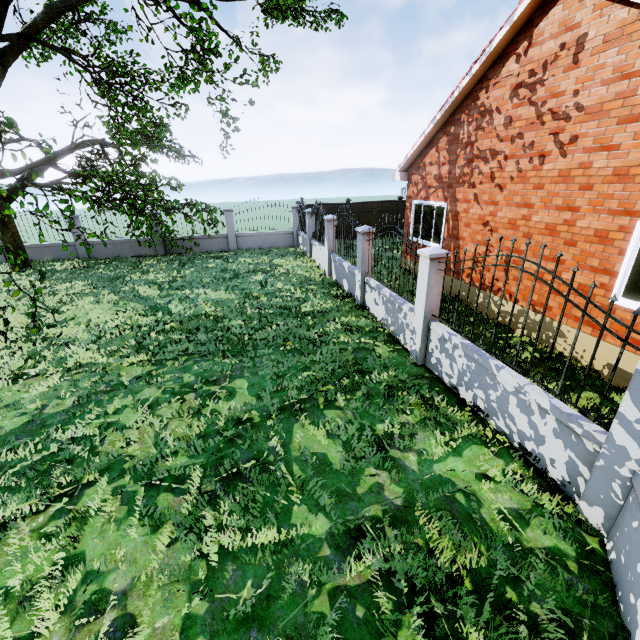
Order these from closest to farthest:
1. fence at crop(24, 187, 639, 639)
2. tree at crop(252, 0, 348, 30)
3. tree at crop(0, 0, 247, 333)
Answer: fence at crop(24, 187, 639, 639)
tree at crop(0, 0, 247, 333)
tree at crop(252, 0, 348, 30)

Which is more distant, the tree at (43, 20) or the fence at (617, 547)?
the tree at (43, 20)

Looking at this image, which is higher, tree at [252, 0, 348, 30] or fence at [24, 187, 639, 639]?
tree at [252, 0, 348, 30]

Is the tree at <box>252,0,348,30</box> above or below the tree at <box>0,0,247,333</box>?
above

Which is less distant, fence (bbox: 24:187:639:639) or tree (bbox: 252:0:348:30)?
fence (bbox: 24:187:639:639)

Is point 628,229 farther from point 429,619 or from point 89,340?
point 89,340
